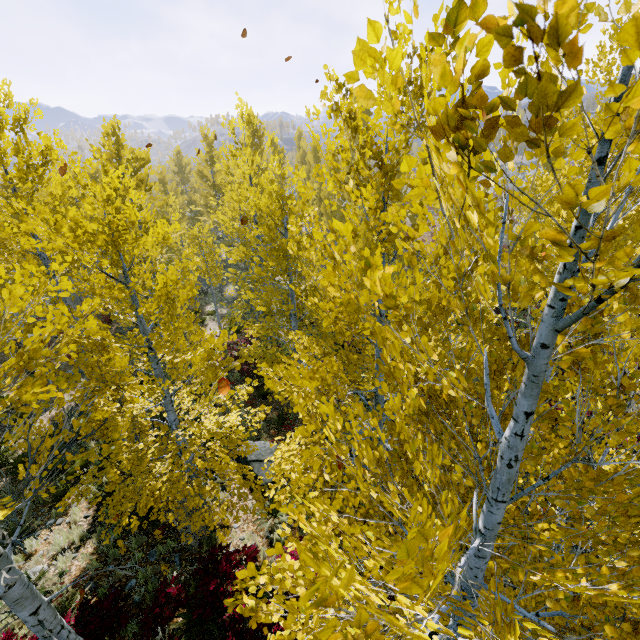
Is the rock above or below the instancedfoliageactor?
below

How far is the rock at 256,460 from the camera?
8.7 meters

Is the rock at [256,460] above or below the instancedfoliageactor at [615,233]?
below

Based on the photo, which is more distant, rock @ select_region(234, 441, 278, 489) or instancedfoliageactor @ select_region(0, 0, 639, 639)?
rock @ select_region(234, 441, 278, 489)

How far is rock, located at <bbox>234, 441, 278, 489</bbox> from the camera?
8.67m

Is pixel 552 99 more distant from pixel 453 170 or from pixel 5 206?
pixel 5 206
